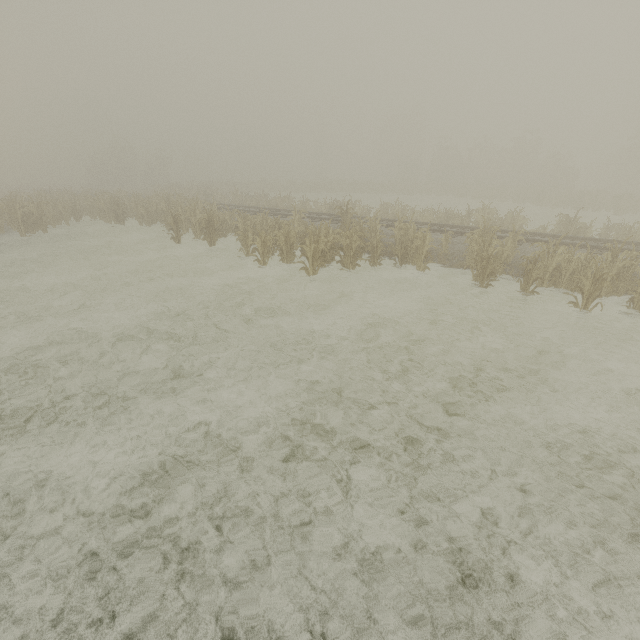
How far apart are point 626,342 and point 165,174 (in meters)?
58.88
